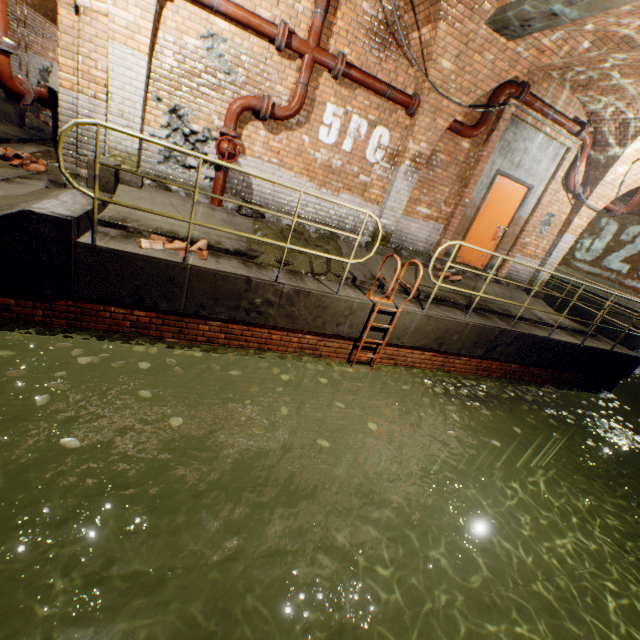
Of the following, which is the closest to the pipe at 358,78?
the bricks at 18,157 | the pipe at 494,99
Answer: the pipe at 494,99

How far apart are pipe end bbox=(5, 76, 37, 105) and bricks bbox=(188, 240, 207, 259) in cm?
294

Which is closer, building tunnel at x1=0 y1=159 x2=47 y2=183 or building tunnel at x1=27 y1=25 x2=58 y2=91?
building tunnel at x1=0 y1=159 x2=47 y2=183

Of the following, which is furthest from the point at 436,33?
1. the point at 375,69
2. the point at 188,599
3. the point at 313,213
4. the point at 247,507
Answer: the point at 188,599

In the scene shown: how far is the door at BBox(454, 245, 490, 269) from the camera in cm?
803

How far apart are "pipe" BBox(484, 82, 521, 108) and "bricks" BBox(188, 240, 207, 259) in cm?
520

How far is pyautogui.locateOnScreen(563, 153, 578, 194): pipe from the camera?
7.63m

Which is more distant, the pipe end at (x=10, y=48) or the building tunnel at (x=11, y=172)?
the building tunnel at (x=11, y=172)
